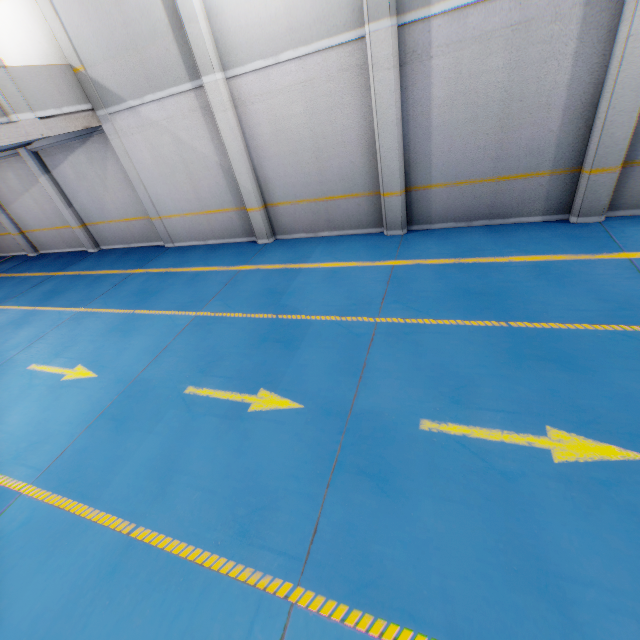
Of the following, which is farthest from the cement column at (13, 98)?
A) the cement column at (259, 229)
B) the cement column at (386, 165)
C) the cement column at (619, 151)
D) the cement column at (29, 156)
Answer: the cement column at (619, 151)

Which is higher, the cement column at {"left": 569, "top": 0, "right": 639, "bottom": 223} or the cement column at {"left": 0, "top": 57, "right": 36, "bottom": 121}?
the cement column at {"left": 0, "top": 57, "right": 36, "bottom": 121}

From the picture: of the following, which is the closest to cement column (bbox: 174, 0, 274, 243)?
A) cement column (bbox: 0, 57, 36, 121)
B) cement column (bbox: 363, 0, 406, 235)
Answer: cement column (bbox: 363, 0, 406, 235)

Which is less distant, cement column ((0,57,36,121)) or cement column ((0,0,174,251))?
cement column ((0,57,36,121))

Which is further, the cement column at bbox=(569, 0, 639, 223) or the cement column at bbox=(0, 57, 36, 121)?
the cement column at bbox=(0, 57, 36, 121)

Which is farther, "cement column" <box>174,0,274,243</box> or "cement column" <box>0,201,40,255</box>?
"cement column" <box>0,201,40,255</box>

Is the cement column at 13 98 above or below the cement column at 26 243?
above

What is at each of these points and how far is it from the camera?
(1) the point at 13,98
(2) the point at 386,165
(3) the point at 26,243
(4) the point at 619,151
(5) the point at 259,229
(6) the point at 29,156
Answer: (1) cement column, 7.3m
(2) cement column, 7.3m
(3) cement column, 13.9m
(4) cement column, 5.9m
(5) cement column, 9.4m
(6) cement column, 10.7m
